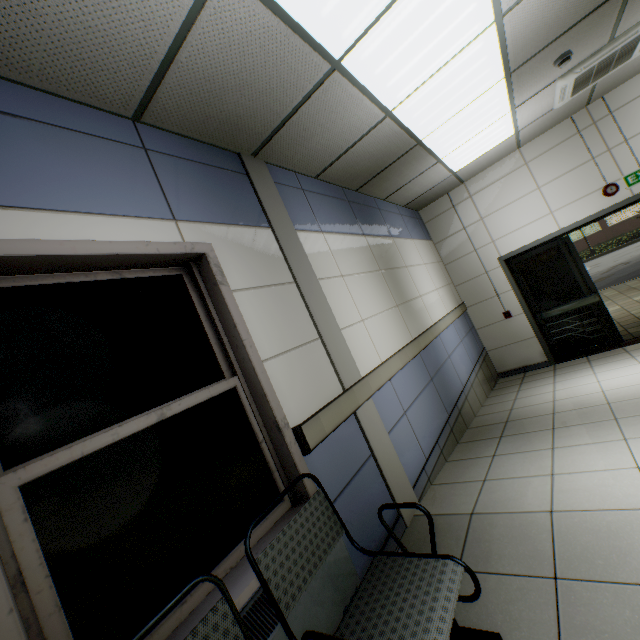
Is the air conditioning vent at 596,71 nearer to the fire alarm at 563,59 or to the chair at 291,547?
the fire alarm at 563,59

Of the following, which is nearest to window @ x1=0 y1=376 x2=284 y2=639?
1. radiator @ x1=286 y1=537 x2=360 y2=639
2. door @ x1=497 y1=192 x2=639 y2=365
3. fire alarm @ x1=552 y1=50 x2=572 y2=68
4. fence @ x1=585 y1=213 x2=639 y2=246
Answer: radiator @ x1=286 y1=537 x2=360 y2=639

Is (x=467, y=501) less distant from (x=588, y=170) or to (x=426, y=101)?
(x=426, y=101)

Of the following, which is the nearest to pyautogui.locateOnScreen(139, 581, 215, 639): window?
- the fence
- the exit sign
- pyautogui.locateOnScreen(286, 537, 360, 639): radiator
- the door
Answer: pyautogui.locateOnScreen(286, 537, 360, 639): radiator

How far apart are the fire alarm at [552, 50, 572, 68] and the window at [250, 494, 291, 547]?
4.6 meters

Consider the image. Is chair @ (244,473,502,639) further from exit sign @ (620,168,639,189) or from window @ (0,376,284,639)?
exit sign @ (620,168,639,189)

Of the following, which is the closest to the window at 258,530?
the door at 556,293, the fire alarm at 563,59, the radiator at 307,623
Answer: the radiator at 307,623

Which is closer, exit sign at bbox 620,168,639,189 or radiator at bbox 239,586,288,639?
radiator at bbox 239,586,288,639
